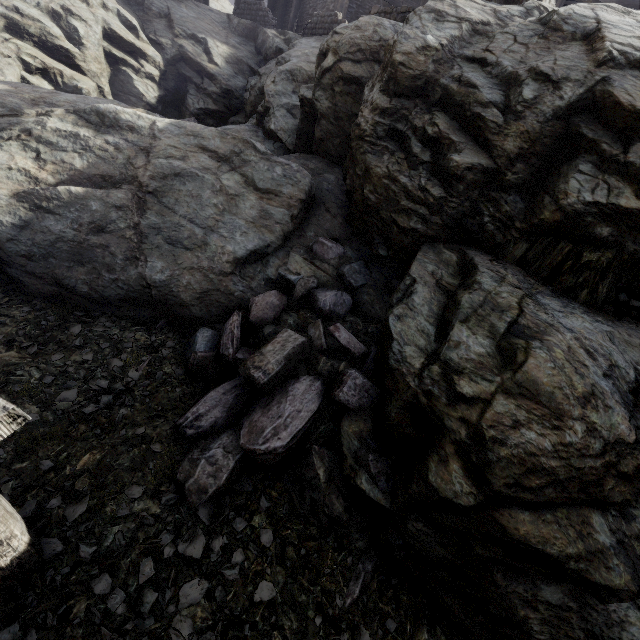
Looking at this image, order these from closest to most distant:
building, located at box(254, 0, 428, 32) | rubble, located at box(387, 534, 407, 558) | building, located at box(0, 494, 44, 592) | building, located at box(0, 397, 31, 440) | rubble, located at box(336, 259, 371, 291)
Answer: building, located at box(0, 397, 31, 440), building, located at box(0, 494, 44, 592), rubble, located at box(387, 534, 407, 558), rubble, located at box(336, 259, 371, 291), building, located at box(254, 0, 428, 32)

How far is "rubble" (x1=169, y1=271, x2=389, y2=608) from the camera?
4.0 meters

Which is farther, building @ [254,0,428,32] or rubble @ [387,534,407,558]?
building @ [254,0,428,32]

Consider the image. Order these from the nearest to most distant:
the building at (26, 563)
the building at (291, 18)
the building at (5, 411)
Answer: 1. the building at (5, 411)
2. the building at (26, 563)
3. the building at (291, 18)

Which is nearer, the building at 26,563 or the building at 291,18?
the building at 26,563

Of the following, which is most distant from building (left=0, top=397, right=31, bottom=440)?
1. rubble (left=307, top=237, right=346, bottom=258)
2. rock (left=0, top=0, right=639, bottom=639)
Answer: rubble (left=307, top=237, right=346, bottom=258)

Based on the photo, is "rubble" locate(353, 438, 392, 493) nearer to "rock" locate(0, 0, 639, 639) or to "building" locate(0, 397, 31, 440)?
"rock" locate(0, 0, 639, 639)

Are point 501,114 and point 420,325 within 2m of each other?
no
